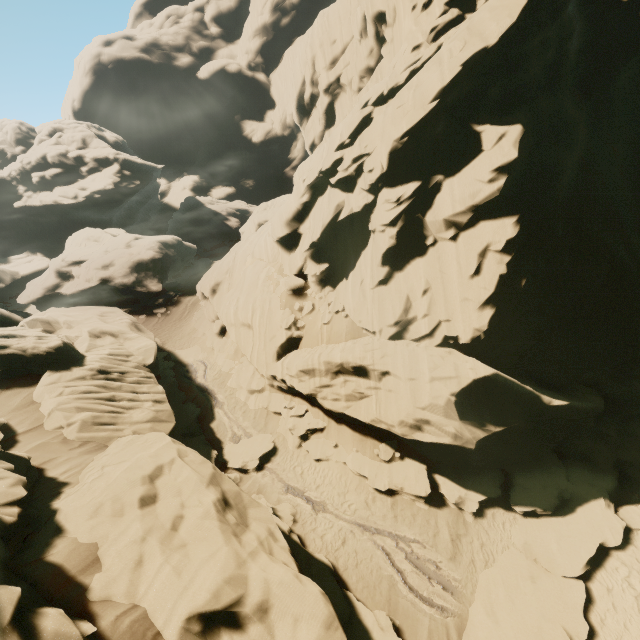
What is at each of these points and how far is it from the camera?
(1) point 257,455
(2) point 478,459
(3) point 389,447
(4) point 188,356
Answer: (1) rock, 17.0 meters
(2) rock, 13.9 meters
(3) rock, 15.5 meters
(4) rock, 25.9 meters

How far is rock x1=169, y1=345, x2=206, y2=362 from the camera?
25.58m

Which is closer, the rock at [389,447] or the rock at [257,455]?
the rock at [389,447]

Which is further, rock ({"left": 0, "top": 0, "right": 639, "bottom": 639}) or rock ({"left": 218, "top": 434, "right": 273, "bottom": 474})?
rock ({"left": 218, "top": 434, "right": 273, "bottom": 474})

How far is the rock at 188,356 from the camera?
25.6 meters

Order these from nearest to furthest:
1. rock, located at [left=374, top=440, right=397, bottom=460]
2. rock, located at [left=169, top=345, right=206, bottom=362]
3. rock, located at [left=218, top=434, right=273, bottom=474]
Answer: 1. rock, located at [left=374, top=440, right=397, bottom=460]
2. rock, located at [left=218, top=434, right=273, bottom=474]
3. rock, located at [left=169, top=345, right=206, bottom=362]
